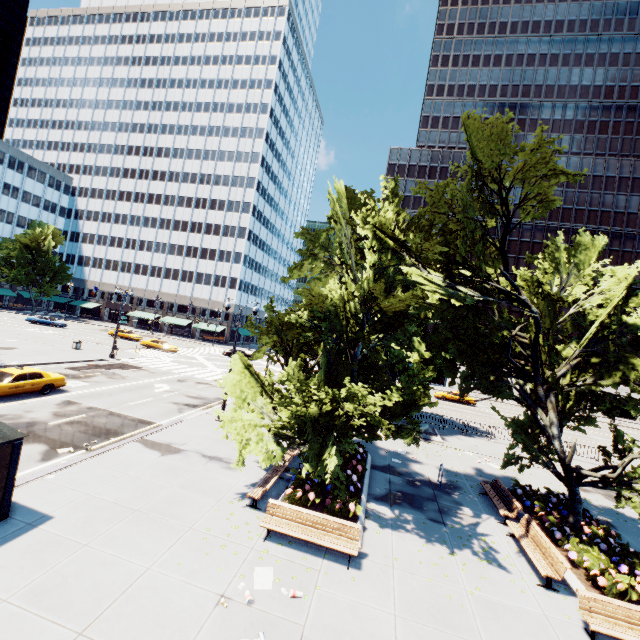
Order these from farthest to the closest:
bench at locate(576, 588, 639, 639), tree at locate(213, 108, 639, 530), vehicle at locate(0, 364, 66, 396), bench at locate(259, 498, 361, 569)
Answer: vehicle at locate(0, 364, 66, 396)
tree at locate(213, 108, 639, 530)
bench at locate(259, 498, 361, 569)
bench at locate(576, 588, 639, 639)

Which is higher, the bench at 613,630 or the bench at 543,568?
the bench at 543,568

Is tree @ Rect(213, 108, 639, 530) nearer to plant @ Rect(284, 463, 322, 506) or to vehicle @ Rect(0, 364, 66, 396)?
plant @ Rect(284, 463, 322, 506)

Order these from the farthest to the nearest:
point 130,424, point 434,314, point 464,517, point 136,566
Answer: point 130,424 → point 434,314 → point 464,517 → point 136,566

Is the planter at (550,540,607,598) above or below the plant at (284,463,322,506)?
below

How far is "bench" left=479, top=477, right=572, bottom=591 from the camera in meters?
9.6 m

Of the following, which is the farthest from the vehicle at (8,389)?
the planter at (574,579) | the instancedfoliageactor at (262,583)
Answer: the planter at (574,579)

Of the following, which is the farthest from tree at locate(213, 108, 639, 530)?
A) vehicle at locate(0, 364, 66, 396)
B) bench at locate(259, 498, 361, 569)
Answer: vehicle at locate(0, 364, 66, 396)
